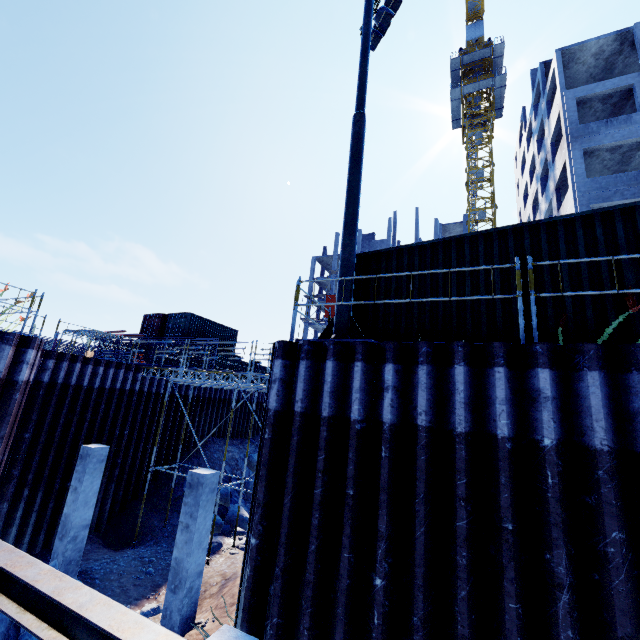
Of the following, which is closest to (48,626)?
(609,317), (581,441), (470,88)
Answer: (581,441)

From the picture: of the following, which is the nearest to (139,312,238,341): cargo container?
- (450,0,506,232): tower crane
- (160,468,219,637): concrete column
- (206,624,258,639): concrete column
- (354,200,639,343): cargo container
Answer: (160,468,219,637): concrete column

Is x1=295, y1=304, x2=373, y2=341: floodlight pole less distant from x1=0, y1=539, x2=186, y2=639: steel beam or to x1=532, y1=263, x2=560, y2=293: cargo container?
x1=532, y1=263, x2=560, y2=293: cargo container

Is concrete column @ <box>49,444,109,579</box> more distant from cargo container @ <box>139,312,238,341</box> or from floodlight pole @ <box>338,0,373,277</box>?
cargo container @ <box>139,312,238,341</box>

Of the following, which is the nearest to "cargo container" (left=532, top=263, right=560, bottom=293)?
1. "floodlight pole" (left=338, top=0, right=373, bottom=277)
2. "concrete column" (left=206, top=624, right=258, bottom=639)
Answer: "floodlight pole" (left=338, top=0, right=373, bottom=277)

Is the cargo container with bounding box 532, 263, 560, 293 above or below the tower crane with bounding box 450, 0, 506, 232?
below

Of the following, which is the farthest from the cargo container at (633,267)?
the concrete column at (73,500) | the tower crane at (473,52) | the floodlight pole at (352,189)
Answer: the tower crane at (473,52)

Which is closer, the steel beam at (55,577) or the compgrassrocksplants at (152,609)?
the steel beam at (55,577)
